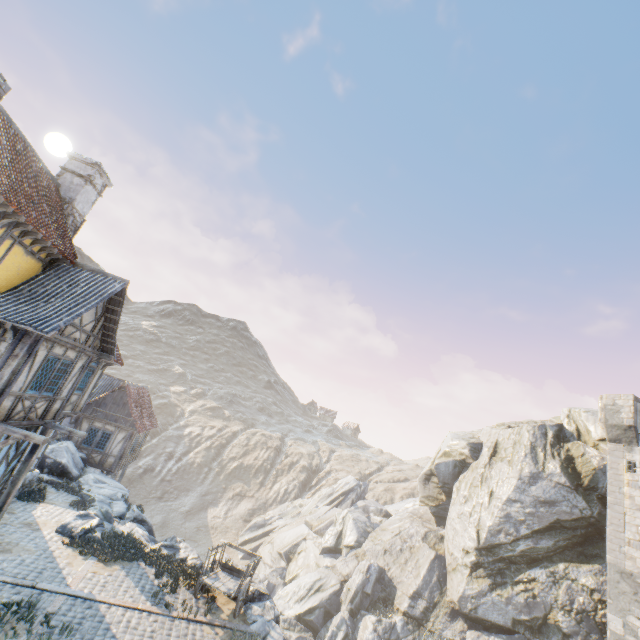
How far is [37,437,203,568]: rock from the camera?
13.64m

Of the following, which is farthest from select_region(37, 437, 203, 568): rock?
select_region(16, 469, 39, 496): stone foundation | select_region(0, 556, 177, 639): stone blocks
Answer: select_region(16, 469, 39, 496): stone foundation

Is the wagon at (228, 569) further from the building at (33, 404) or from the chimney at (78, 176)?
the chimney at (78, 176)

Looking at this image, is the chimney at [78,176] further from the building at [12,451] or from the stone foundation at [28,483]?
the stone foundation at [28,483]

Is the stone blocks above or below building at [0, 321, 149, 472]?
below

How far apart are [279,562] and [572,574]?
26.45m

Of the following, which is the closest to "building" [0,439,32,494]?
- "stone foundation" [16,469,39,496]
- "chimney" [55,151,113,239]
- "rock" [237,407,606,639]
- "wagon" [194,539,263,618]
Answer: "stone foundation" [16,469,39,496]

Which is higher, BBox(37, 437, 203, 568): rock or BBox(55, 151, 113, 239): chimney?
BBox(55, 151, 113, 239): chimney
